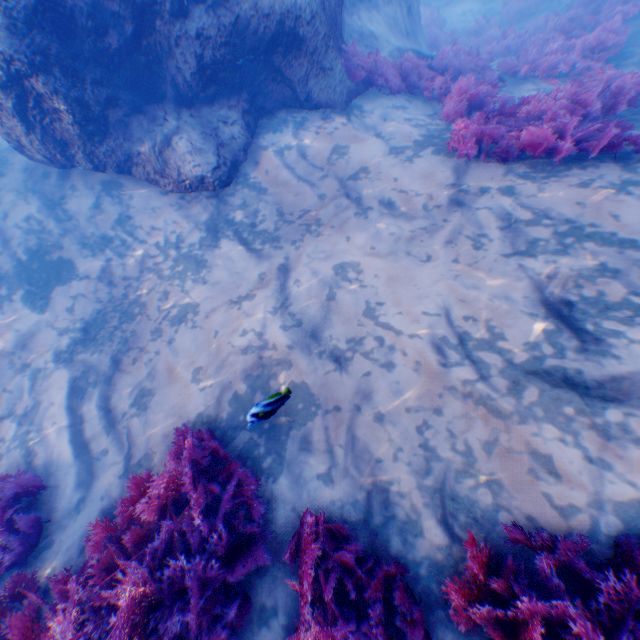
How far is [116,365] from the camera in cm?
468

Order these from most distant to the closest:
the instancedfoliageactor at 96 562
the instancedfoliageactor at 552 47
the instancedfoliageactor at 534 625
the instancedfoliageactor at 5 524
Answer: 1. the instancedfoliageactor at 552 47
2. the instancedfoliageactor at 5 524
3. the instancedfoliageactor at 96 562
4. the instancedfoliageactor at 534 625

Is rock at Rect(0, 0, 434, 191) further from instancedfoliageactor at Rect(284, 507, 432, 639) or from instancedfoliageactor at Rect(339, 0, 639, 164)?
instancedfoliageactor at Rect(284, 507, 432, 639)

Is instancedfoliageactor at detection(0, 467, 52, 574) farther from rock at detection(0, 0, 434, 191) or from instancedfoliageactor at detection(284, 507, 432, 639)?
rock at detection(0, 0, 434, 191)

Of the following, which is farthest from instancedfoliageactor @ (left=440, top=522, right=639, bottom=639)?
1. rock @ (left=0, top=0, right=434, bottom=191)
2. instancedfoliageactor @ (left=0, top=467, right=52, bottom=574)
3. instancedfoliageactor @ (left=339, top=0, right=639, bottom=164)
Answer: instancedfoliageactor @ (left=339, top=0, right=639, bottom=164)

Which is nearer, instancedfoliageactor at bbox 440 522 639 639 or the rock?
instancedfoliageactor at bbox 440 522 639 639

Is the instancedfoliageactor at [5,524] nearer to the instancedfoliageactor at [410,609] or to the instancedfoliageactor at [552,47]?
A: the instancedfoliageactor at [410,609]
